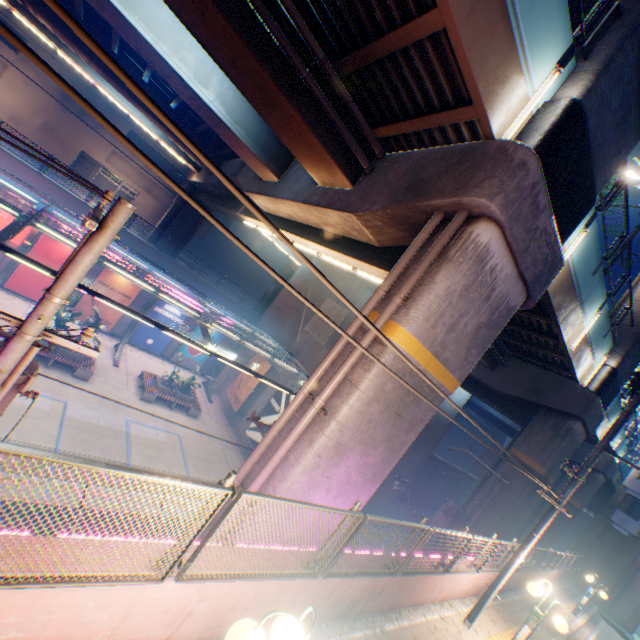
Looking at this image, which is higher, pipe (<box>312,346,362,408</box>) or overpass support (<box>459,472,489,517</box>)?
pipe (<box>312,346,362,408</box>)

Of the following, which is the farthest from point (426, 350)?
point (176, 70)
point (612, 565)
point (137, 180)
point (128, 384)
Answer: point (137, 180)

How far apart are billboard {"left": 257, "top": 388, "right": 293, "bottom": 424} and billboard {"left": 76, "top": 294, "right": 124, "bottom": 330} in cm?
1209

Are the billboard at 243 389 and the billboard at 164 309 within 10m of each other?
yes

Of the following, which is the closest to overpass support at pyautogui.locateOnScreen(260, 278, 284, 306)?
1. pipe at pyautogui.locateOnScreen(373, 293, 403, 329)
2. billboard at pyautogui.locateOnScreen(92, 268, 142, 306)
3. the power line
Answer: billboard at pyautogui.locateOnScreen(92, 268, 142, 306)

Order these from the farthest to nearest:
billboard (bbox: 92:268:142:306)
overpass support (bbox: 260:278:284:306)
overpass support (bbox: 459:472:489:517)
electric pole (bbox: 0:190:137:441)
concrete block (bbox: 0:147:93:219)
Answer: overpass support (bbox: 260:278:284:306) < billboard (bbox: 92:268:142:306) < concrete block (bbox: 0:147:93:219) < overpass support (bbox: 459:472:489:517) < electric pole (bbox: 0:190:137:441)

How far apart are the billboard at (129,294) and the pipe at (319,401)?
20.6 meters
